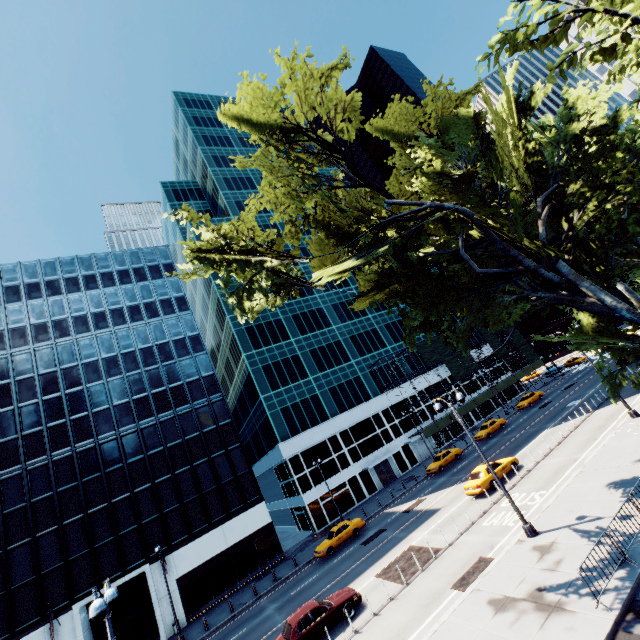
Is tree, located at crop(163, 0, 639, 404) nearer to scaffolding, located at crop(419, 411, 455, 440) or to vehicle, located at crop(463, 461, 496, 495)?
vehicle, located at crop(463, 461, 496, 495)

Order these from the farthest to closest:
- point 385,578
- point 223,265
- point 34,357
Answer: point 34,357
point 385,578
point 223,265

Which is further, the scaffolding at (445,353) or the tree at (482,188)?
the scaffolding at (445,353)

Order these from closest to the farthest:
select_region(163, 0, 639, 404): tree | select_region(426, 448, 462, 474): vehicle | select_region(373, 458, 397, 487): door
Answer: select_region(163, 0, 639, 404): tree → select_region(426, 448, 462, 474): vehicle → select_region(373, 458, 397, 487): door

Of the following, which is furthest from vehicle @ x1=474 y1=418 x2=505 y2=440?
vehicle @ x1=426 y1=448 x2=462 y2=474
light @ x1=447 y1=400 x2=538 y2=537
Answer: light @ x1=447 y1=400 x2=538 y2=537

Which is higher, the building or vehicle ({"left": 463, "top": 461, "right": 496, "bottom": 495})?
the building

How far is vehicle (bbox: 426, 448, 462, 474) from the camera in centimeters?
3638cm

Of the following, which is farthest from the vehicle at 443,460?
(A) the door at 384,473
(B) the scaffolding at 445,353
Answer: (A) the door at 384,473
